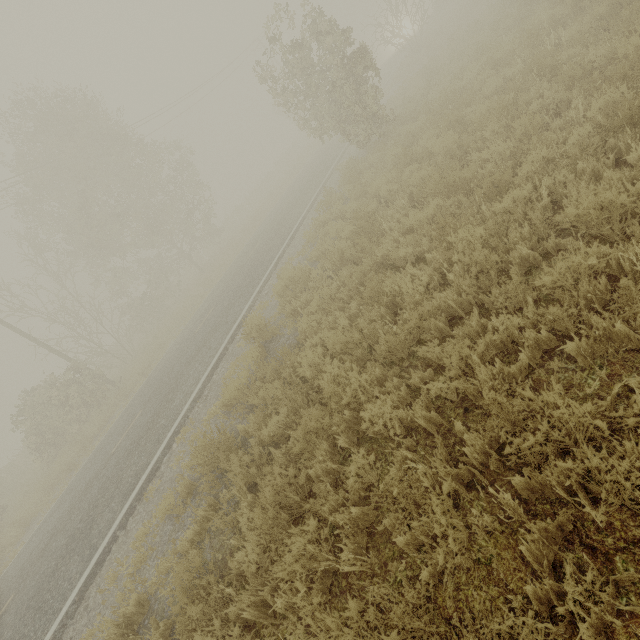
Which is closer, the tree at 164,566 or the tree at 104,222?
the tree at 164,566

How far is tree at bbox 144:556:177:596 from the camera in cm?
457

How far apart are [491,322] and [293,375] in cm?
301

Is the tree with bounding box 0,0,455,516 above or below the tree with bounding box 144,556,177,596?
above

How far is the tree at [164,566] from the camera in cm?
457

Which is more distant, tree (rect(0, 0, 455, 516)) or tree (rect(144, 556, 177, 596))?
tree (rect(0, 0, 455, 516))
